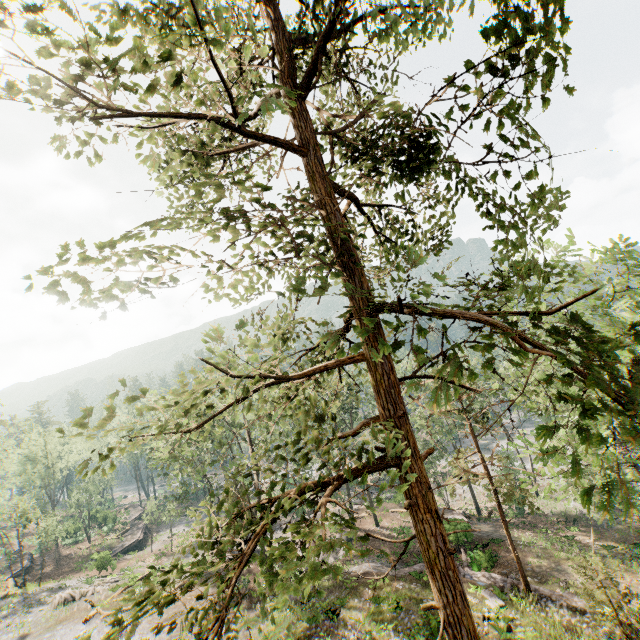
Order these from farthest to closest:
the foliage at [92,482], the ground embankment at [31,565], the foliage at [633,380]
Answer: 1. the foliage at [92,482]
2. the ground embankment at [31,565]
3. the foliage at [633,380]

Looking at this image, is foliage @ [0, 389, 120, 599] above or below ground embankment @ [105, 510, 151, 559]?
above

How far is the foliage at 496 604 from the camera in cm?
1776

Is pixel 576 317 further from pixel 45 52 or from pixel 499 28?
pixel 45 52

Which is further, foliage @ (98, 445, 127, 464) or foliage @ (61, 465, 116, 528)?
foliage @ (61, 465, 116, 528)

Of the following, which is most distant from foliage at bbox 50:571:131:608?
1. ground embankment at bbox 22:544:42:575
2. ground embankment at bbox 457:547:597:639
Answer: ground embankment at bbox 22:544:42:575

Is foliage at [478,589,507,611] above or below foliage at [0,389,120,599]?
below

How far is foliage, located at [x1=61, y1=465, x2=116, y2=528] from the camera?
46.16m
